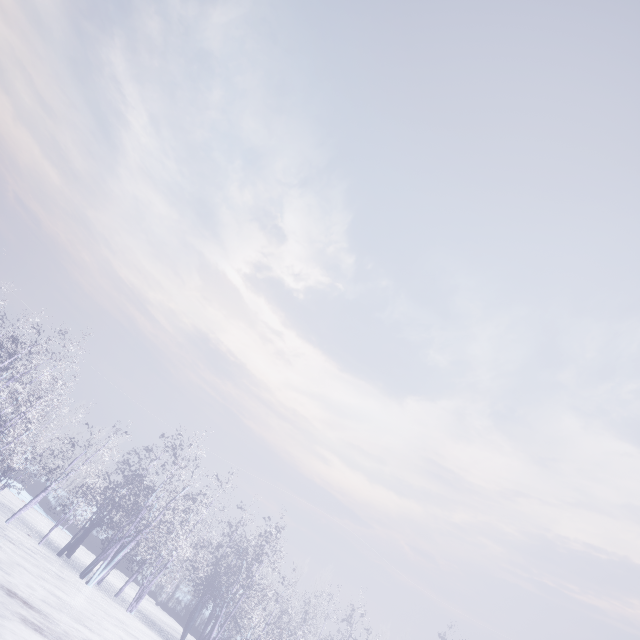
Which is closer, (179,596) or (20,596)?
(20,596)
